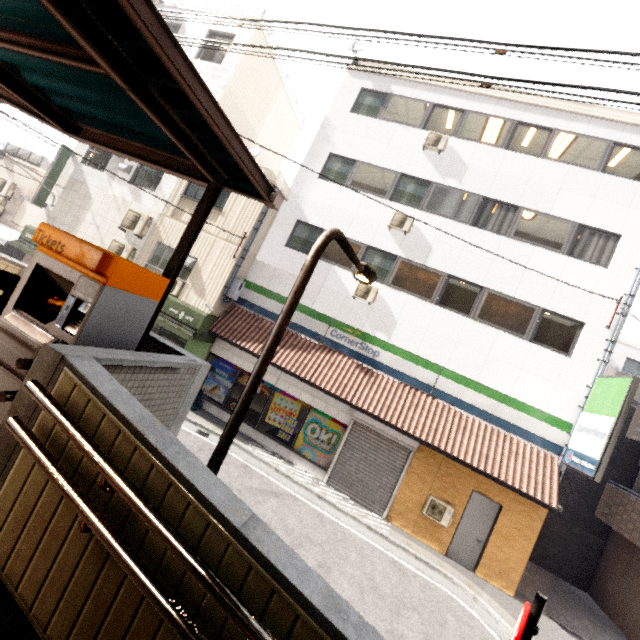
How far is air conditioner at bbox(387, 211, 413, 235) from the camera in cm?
1119

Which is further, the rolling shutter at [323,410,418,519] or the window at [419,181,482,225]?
the window at [419,181,482,225]

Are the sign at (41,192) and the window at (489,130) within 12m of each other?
no

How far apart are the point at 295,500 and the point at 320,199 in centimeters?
1033cm

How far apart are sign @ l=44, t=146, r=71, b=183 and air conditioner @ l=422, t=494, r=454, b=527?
19.03m

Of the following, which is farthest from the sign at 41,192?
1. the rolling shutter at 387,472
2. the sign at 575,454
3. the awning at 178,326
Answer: the sign at 575,454

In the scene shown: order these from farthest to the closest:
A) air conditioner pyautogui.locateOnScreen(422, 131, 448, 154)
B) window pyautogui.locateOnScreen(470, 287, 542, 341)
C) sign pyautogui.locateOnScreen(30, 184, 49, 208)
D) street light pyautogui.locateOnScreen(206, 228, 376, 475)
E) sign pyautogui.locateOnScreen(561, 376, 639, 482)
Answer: sign pyautogui.locateOnScreen(30, 184, 49, 208)
air conditioner pyautogui.locateOnScreen(422, 131, 448, 154)
window pyautogui.locateOnScreen(470, 287, 542, 341)
sign pyautogui.locateOnScreen(561, 376, 639, 482)
street light pyautogui.locateOnScreen(206, 228, 376, 475)

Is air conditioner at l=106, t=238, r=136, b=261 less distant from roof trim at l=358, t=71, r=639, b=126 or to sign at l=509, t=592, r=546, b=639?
roof trim at l=358, t=71, r=639, b=126
